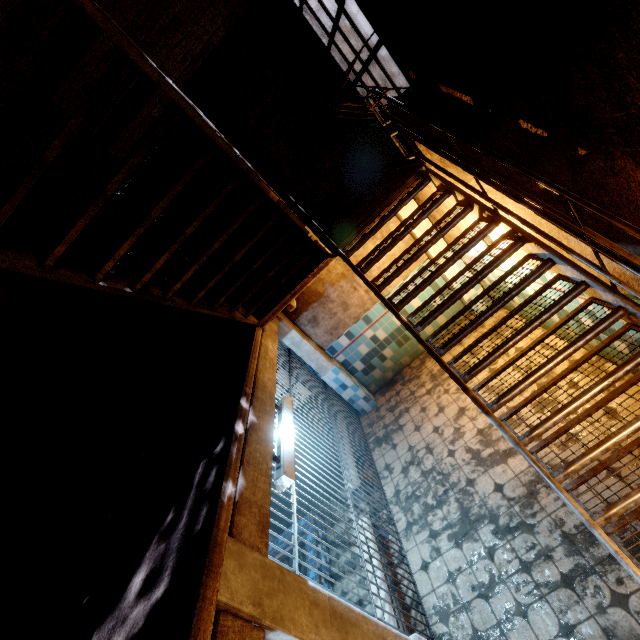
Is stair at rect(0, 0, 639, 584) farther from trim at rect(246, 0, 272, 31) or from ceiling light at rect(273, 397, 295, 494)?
ceiling light at rect(273, 397, 295, 494)

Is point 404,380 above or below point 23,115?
below

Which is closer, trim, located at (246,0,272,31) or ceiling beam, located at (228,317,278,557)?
ceiling beam, located at (228,317,278,557)

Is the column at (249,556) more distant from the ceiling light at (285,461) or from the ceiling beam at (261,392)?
the ceiling light at (285,461)

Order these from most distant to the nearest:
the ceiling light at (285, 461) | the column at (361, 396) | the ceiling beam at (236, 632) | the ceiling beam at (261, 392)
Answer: the column at (361, 396), the ceiling light at (285, 461), the ceiling beam at (261, 392), the ceiling beam at (236, 632)

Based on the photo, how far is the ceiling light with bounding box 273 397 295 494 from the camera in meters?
2.7 m

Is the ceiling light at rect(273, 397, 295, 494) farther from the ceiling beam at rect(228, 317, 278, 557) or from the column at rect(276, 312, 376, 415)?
the column at rect(276, 312, 376, 415)

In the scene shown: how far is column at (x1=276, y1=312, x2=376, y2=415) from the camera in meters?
5.7
